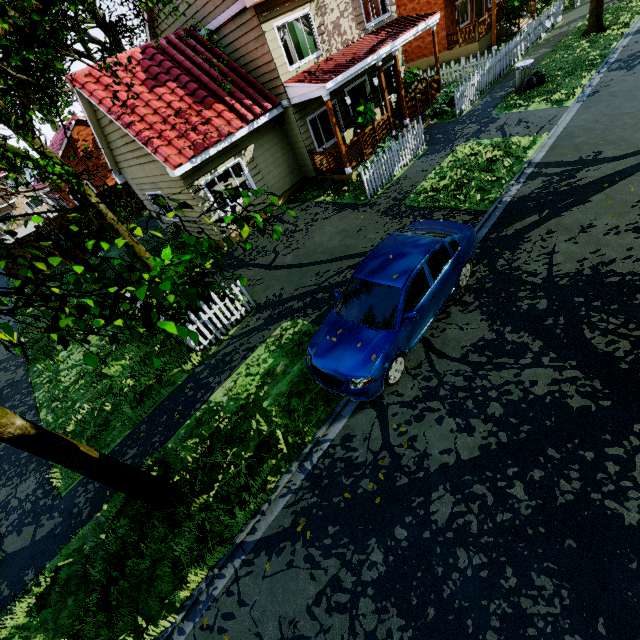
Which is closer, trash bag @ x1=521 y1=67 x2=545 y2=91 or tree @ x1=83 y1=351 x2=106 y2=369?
tree @ x1=83 y1=351 x2=106 y2=369

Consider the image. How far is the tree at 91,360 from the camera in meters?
1.6 m

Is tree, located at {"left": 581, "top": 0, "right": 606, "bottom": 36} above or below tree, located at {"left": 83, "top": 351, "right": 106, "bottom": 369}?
below

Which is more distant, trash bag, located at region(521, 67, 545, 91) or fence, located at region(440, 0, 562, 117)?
fence, located at region(440, 0, 562, 117)

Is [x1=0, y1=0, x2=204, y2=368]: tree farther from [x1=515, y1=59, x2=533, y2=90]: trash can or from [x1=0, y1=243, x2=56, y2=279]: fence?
[x1=515, y1=59, x2=533, y2=90]: trash can

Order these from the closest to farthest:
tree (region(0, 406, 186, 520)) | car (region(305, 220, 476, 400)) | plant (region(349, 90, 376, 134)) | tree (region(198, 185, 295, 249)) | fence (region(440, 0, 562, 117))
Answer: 1. tree (region(198, 185, 295, 249))
2. tree (region(0, 406, 186, 520))
3. car (region(305, 220, 476, 400))
4. plant (region(349, 90, 376, 134))
5. fence (region(440, 0, 562, 117))

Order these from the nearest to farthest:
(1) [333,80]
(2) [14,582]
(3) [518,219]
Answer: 1. (2) [14,582]
2. (3) [518,219]
3. (1) [333,80]

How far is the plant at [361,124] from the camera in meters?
12.8
